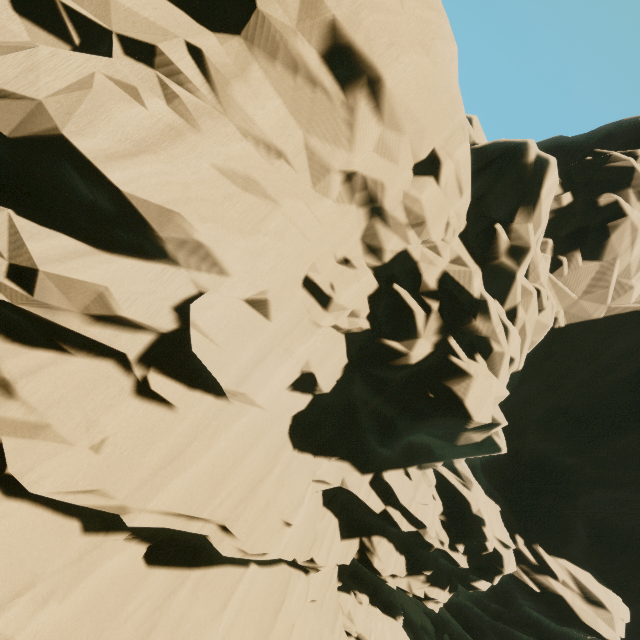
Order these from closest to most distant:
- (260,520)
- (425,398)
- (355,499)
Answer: (260,520) → (425,398) → (355,499)
